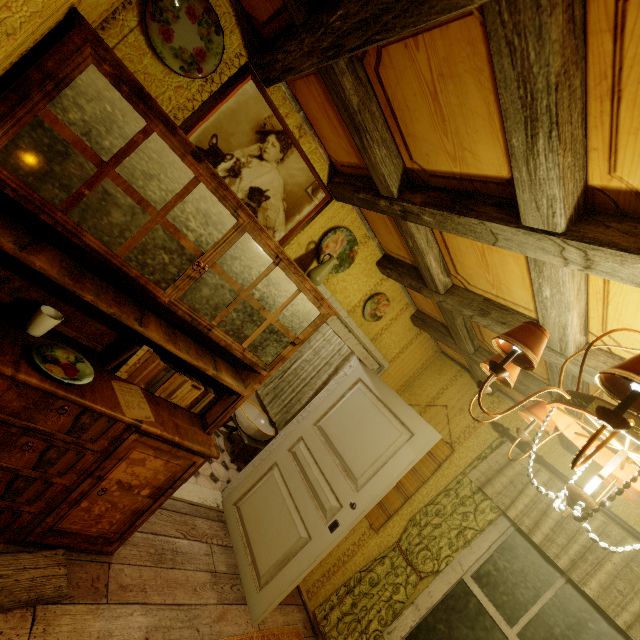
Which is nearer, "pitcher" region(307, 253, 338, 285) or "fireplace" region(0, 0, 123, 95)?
"fireplace" region(0, 0, 123, 95)

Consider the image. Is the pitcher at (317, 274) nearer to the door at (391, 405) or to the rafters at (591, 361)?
the rafters at (591, 361)

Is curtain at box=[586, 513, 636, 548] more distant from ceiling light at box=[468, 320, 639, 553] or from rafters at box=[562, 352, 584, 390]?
ceiling light at box=[468, 320, 639, 553]

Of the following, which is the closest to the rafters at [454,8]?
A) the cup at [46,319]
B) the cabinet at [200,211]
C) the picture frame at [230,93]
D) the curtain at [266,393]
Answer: the picture frame at [230,93]

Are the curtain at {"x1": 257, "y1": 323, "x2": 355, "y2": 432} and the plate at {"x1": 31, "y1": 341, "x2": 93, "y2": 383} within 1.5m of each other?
no

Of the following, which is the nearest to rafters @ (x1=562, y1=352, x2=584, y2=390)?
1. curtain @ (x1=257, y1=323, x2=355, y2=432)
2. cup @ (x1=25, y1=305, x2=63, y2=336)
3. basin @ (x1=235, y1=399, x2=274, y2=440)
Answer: curtain @ (x1=257, y1=323, x2=355, y2=432)

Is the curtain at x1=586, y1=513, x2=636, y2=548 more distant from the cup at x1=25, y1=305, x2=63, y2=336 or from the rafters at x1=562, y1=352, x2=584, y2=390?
the cup at x1=25, y1=305, x2=63, y2=336

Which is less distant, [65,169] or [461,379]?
[65,169]
